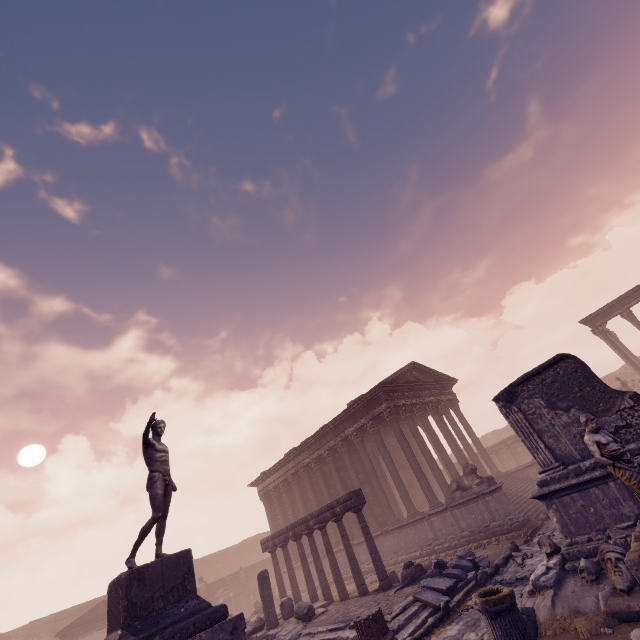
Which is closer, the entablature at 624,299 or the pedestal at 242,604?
the entablature at 624,299

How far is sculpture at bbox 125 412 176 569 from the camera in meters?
6.3

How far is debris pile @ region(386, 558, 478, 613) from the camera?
8.4 meters

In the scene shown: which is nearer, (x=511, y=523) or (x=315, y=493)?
(x=511, y=523)

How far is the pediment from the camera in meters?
19.7

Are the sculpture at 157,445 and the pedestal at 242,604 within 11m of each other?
no

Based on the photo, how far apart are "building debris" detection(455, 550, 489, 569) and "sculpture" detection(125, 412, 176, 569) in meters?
9.0 m

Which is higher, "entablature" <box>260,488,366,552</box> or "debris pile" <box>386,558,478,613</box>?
"entablature" <box>260,488,366,552</box>
